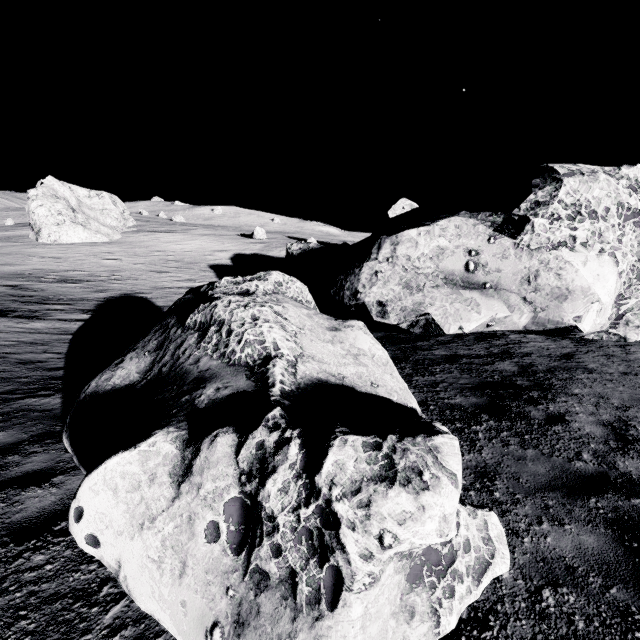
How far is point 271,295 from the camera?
5.8m

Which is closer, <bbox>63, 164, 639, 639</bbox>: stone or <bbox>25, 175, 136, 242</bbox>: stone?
<bbox>63, 164, 639, 639</bbox>: stone

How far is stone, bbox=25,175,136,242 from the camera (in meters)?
36.34

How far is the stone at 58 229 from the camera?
36.34m

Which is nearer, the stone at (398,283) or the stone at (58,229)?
the stone at (398,283)
